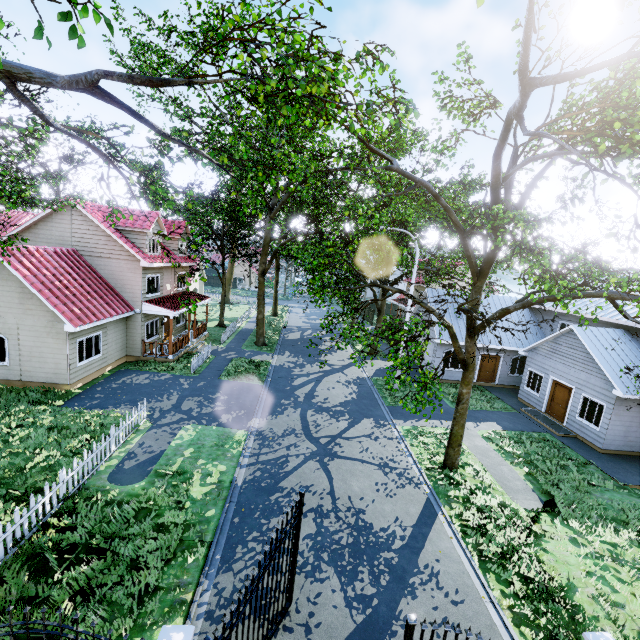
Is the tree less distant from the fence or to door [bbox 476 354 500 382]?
the fence

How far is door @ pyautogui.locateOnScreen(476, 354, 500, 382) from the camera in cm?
2288

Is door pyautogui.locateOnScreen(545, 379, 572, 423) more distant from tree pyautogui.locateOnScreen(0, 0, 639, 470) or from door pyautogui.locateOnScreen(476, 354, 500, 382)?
tree pyautogui.locateOnScreen(0, 0, 639, 470)

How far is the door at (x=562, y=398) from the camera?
17.44m

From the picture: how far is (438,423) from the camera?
16.8m

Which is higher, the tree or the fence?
the tree

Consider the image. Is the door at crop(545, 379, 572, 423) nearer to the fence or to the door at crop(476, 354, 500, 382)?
the door at crop(476, 354, 500, 382)

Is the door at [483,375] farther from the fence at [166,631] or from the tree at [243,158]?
the fence at [166,631]
